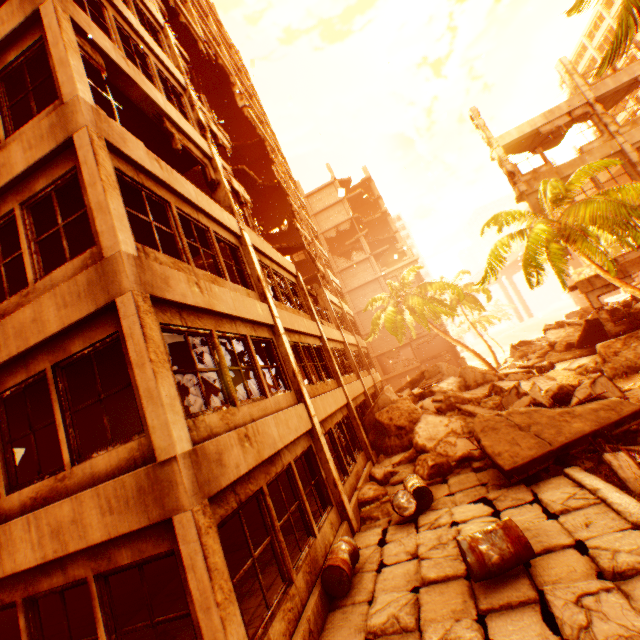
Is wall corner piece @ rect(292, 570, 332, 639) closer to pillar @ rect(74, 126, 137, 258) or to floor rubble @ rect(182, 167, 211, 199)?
pillar @ rect(74, 126, 137, 258)

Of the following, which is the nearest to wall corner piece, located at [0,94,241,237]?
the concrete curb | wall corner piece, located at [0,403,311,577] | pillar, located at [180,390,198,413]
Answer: wall corner piece, located at [0,403,311,577]

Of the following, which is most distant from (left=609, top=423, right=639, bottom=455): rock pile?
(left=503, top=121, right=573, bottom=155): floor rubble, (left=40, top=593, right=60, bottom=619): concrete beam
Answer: (left=503, top=121, right=573, bottom=155): floor rubble

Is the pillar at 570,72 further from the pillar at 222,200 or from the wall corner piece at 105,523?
the wall corner piece at 105,523

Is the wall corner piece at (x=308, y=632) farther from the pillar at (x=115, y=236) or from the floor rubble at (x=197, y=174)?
the floor rubble at (x=197, y=174)

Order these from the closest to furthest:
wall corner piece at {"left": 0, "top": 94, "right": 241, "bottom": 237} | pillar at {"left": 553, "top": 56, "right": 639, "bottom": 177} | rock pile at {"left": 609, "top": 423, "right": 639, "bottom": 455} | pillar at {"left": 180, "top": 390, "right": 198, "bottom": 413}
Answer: wall corner piece at {"left": 0, "top": 94, "right": 241, "bottom": 237} < rock pile at {"left": 609, "top": 423, "right": 639, "bottom": 455} < pillar at {"left": 180, "top": 390, "right": 198, "bottom": 413} < pillar at {"left": 553, "top": 56, "right": 639, "bottom": 177}

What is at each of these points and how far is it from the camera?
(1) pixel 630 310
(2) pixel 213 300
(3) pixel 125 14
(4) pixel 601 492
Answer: (1) rock pile, 15.0 meters
(2) wall corner piece, 6.5 meters
(3) wall corner piece, 8.8 meters
(4) concrete curb, 5.6 meters

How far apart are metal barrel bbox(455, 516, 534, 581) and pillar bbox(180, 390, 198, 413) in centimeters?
1275cm
